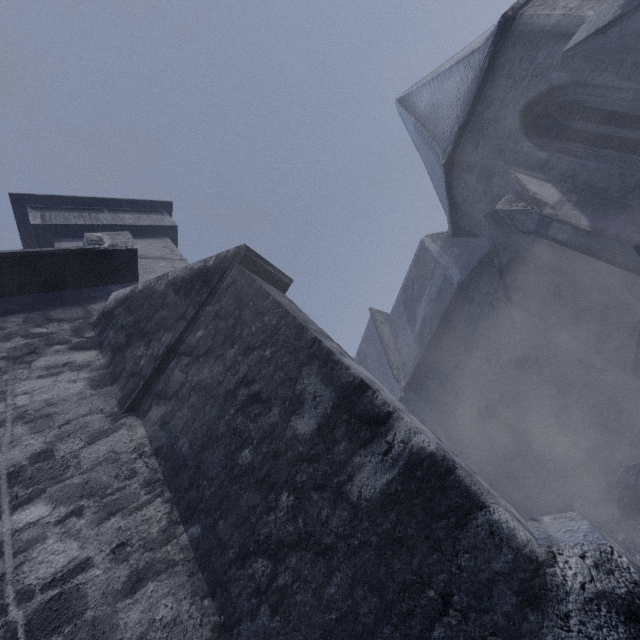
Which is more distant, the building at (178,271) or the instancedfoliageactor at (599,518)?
the instancedfoliageactor at (599,518)

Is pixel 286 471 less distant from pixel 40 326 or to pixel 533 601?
pixel 533 601

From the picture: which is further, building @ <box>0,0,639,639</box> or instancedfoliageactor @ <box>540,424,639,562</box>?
instancedfoliageactor @ <box>540,424,639,562</box>

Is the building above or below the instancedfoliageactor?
above

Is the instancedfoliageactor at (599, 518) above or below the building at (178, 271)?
below
